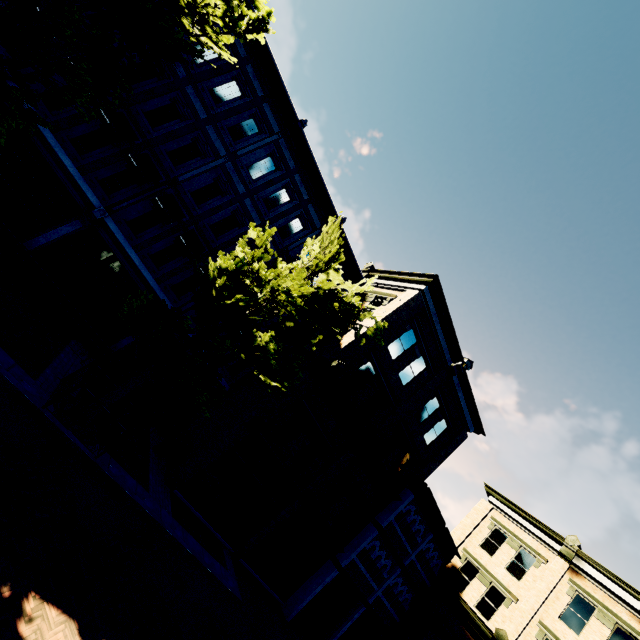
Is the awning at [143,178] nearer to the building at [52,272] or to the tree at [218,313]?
the building at [52,272]

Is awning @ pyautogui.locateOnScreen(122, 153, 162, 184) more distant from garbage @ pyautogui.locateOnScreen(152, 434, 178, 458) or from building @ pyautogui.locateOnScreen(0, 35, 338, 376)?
garbage @ pyautogui.locateOnScreen(152, 434, 178, 458)

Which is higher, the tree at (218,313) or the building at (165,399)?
the tree at (218,313)

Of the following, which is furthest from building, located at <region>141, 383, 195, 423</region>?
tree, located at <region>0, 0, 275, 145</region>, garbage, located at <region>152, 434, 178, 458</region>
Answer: tree, located at <region>0, 0, 275, 145</region>

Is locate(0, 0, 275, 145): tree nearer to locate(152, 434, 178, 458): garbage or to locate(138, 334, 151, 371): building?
locate(138, 334, 151, 371): building

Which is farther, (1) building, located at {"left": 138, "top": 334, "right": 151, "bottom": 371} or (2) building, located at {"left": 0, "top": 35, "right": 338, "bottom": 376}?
(1) building, located at {"left": 138, "top": 334, "right": 151, "bottom": 371}

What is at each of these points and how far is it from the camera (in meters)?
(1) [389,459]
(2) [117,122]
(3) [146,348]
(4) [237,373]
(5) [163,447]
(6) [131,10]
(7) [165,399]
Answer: (1) building, 18.03
(2) awning, 12.51
(3) building, 15.02
(4) building, 17.30
(5) garbage, 13.21
(6) tree, 7.97
(7) building, 15.77

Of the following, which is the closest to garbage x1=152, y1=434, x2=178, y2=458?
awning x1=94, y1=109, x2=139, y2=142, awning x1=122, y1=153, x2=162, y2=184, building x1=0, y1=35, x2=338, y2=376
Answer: building x1=0, y1=35, x2=338, y2=376
